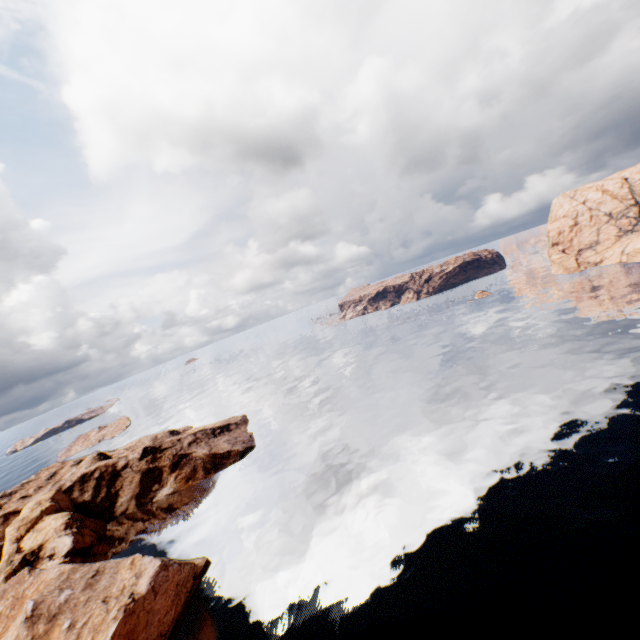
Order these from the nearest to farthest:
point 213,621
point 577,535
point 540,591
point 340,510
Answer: point 540,591
point 577,535
point 213,621
point 340,510
